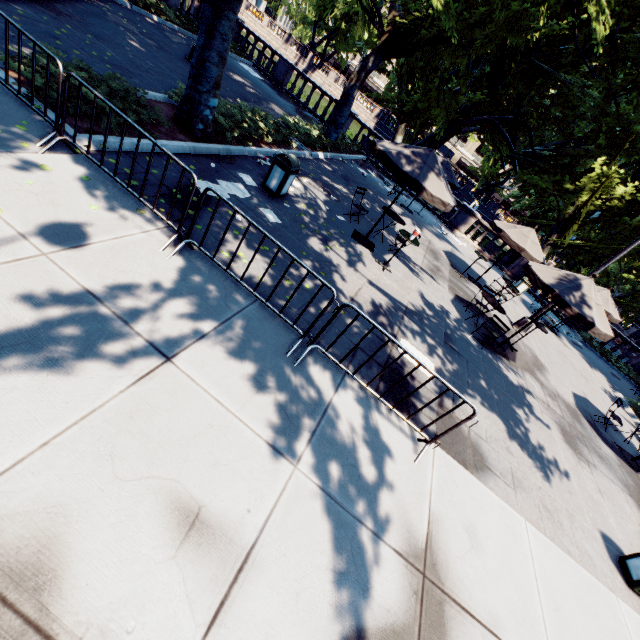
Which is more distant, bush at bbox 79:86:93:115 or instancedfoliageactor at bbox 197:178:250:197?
instancedfoliageactor at bbox 197:178:250:197

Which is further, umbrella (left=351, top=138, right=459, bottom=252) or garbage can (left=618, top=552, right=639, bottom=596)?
umbrella (left=351, top=138, right=459, bottom=252)

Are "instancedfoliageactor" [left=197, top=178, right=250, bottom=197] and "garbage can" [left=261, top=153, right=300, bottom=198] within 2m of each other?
yes

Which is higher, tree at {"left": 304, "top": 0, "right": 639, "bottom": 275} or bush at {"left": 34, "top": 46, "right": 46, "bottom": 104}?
tree at {"left": 304, "top": 0, "right": 639, "bottom": 275}

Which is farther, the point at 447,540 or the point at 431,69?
the point at 431,69

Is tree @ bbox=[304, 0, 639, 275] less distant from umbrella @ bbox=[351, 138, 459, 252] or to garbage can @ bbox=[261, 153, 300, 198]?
garbage can @ bbox=[261, 153, 300, 198]

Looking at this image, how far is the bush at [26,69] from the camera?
5.1m

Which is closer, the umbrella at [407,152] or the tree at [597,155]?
the umbrella at [407,152]
